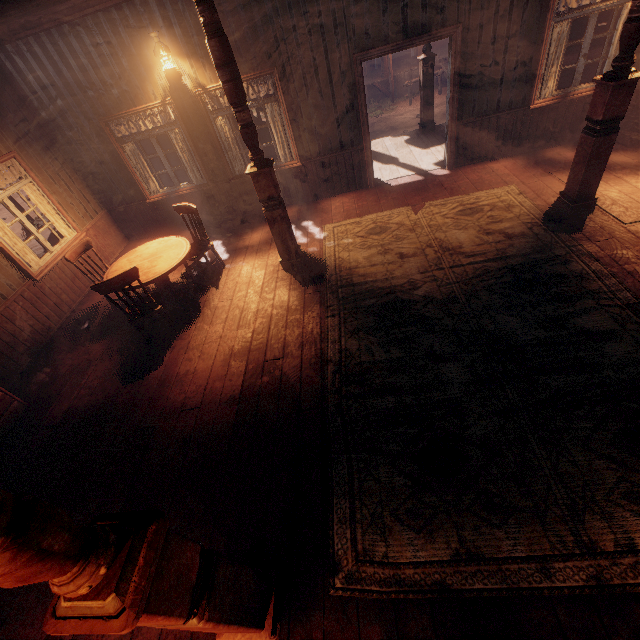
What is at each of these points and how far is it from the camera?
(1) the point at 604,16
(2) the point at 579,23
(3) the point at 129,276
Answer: (1) carraige, 13.7m
(2) carraige, 14.3m
(3) chair, 4.1m

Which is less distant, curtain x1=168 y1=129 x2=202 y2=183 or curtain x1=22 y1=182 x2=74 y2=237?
curtain x1=22 y1=182 x2=74 y2=237

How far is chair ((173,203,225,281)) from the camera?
5.4m

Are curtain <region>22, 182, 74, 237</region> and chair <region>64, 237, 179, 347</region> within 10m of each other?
yes

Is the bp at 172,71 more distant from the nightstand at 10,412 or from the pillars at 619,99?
the pillars at 619,99

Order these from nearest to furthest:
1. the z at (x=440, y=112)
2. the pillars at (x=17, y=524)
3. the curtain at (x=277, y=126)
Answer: the pillars at (x=17, y=524) < the curtain at (x=277, y=126) < the z at (x=440, y=112)

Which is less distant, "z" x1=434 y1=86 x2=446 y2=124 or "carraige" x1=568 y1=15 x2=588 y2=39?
"z" x1=434 y1=86 x2=446 y2=124

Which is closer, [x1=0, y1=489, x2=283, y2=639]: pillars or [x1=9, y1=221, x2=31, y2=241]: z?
[x1=0, y1=489, x2=283, y2=639]: pillars
